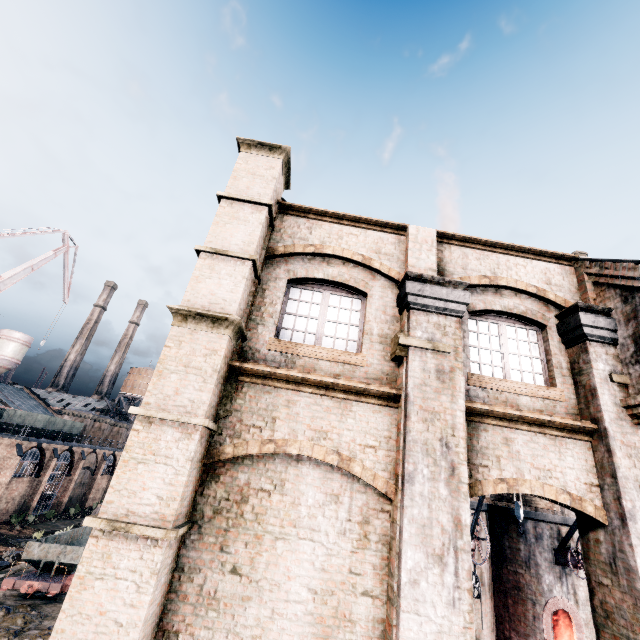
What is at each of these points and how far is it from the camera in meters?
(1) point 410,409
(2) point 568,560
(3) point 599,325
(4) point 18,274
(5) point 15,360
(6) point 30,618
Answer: (1) column, 6.2 m
(2) crane, 16.5 m
(3) column, 7.2 m
(4) crane, 42.1 m
(5) silo, 59.0 m
(6) stone debris, 14.4 m

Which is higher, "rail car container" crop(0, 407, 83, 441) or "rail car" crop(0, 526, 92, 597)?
"rail car container" crop(0, 407, 83, 441)

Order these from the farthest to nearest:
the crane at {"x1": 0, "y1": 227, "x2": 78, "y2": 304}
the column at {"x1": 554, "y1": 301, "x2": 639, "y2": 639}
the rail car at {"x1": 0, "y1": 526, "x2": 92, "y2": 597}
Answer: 1. the crane at {"x1": 0, "y1": 227, "x2": 78, "y2": 304}
2. the rail car at {"x1": 0, "y1": 526, "x2": 92, "y2": 597}
3. the column at {"x1": 554, "y1": 301, "x2": 639, "y2": 639}

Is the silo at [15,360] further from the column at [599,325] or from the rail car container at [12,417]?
the column at [599,325]

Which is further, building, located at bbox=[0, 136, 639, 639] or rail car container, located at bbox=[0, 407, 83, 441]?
rail car container, located at bbox=[0, 407, 83, 441]

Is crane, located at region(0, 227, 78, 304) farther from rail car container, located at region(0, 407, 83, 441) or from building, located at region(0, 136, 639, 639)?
building, located at region(0, 136, 639, 639)

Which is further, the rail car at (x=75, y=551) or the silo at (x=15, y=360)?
the silo at (x=15, y=360)

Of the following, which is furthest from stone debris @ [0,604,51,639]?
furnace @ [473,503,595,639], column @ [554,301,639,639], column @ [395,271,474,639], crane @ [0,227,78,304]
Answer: crane @ [0,227,78,304]
